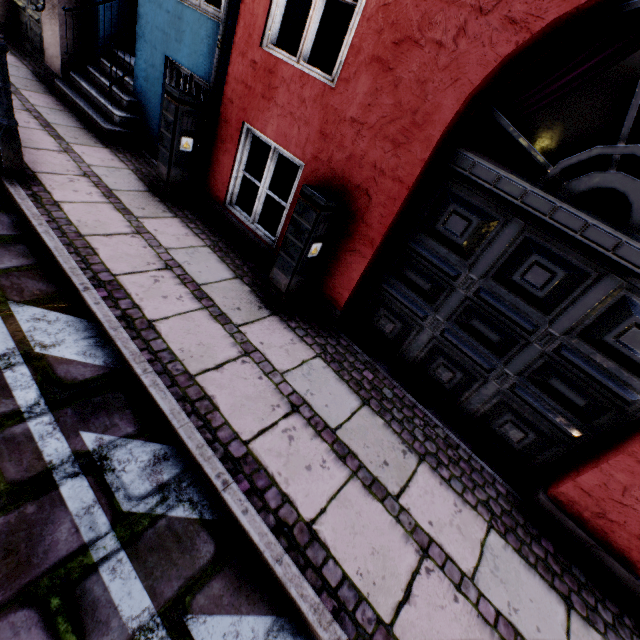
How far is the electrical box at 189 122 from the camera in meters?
3.8

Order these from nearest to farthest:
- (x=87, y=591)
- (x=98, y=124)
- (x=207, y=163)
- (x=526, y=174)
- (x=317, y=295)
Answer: (x=87, y=591) < (x=526, y=174) < (x=317, y=295) < (x=207, y=163) < (x=98, y=124)

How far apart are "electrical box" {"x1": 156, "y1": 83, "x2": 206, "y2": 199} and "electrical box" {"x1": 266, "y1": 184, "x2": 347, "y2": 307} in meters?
2.1 m

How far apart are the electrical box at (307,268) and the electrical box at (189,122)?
2.09m

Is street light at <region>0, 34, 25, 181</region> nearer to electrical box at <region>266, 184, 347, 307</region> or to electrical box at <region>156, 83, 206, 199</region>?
electrical box at <region>156, 83, 206, 199</region>

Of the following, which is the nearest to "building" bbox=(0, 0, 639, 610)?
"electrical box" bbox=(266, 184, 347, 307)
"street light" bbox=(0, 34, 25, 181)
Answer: "electrical box" bbox=(266, 184, 347, 307)

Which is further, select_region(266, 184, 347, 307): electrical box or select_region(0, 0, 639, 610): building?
select_region(266, 184, 347, 307): electrical box

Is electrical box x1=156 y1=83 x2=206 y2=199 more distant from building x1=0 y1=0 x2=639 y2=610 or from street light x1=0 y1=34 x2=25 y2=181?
street light x1=0 y1=34 x2=25 y2=181
